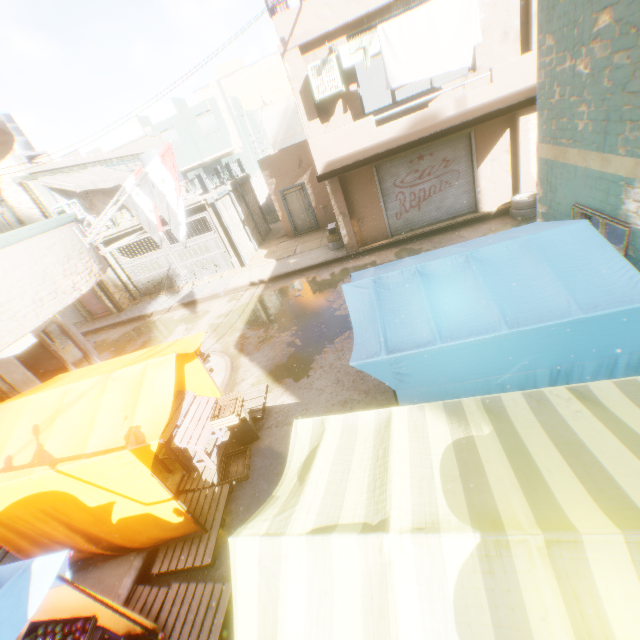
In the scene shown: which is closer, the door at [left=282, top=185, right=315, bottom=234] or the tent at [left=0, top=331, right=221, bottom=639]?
the tent at [left=0, top=331, right=221, bottom=639]

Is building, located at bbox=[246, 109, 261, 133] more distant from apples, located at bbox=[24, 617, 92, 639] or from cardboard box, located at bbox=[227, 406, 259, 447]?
apples, located at bbox=[24, 617, 92, 639]

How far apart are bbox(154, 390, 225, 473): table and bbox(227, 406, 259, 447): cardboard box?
0.13m

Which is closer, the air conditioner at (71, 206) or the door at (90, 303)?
the air conditioner at (71, 206)

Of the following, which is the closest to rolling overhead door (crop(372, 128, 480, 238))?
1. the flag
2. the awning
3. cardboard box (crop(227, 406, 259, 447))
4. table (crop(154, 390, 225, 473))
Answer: the flag

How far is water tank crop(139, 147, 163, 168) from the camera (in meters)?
17.39

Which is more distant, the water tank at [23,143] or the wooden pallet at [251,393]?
the water tank at [23,143]

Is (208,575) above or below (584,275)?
below
